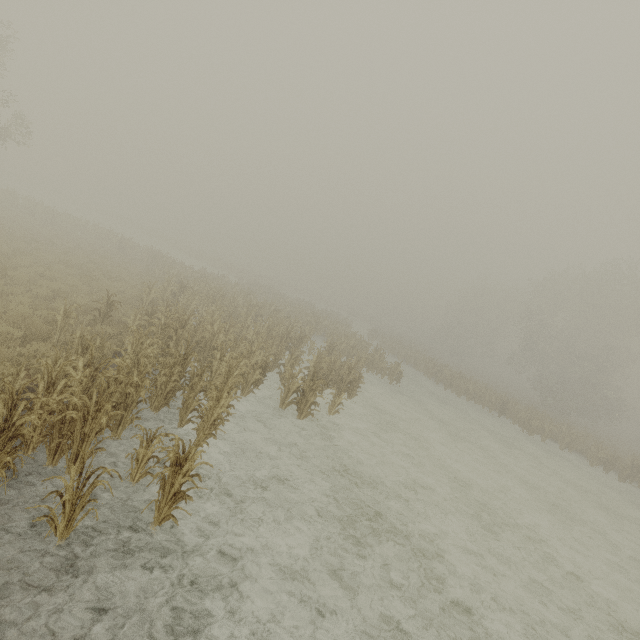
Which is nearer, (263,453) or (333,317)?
(263,453)
